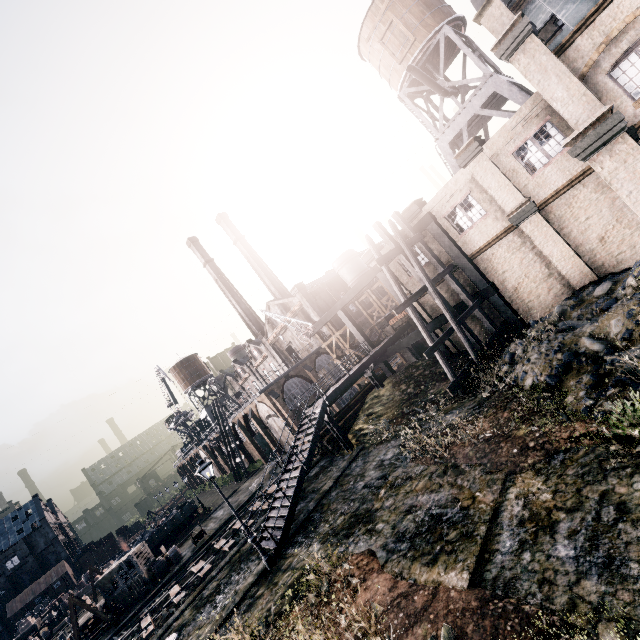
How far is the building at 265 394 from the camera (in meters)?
38.31

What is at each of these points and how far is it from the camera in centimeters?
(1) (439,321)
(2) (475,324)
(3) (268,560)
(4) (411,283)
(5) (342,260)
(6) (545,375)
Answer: (1) building structure, 2334cm
(2) building, 2248cm
(3) street light, 1468cm
(4) building, 2414cm
(5) silo, 4862cm
(6) stone debris, 1210cm

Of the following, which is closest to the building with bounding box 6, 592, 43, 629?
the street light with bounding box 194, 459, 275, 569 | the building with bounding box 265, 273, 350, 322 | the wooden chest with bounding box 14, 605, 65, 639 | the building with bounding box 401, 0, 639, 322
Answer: the wooden chest with bounding box 14, 605, 65, 639

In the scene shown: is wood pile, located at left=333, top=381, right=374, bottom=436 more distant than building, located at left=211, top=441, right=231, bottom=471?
No

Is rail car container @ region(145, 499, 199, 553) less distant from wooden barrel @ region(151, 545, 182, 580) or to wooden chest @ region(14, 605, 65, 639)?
wooden barrel @ region(151, 545, 182, 580)

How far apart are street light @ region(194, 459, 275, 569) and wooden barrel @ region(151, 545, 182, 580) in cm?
2083

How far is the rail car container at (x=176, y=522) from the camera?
39.2 meters

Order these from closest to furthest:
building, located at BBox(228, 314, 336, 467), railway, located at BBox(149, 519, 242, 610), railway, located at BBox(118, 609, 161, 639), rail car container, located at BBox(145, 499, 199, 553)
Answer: railway, located at BBox(118, 609, 161, 639) < railway, located at BBox(149, 519, 242, 610) < building, located at BBox(228, 314, 336, 467) < rail car container, located at BBox(145, 499, 199, 553)
